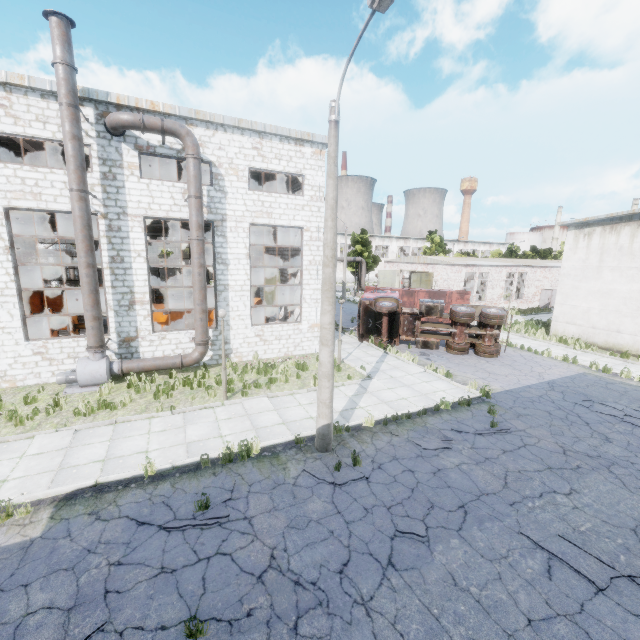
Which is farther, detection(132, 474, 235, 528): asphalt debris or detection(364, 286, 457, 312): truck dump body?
detection(364, 286, 457, 312): truck dump body

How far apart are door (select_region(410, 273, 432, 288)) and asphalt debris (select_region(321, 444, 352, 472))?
27.50m

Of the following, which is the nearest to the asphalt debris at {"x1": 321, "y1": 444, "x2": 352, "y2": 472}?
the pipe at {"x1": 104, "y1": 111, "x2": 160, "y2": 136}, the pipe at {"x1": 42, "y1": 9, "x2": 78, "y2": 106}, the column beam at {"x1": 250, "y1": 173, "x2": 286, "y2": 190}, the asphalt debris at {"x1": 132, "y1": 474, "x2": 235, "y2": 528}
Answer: the asphalt debris at {"x1": 132, "y1": 474, "x2": 235, "y2": 528}

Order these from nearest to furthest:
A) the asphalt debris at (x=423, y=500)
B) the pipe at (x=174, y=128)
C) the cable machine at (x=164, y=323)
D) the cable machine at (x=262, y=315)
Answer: the asphalt debris at (x=423, y=500)
the pipe at (x=174, y=128)
the cable machine at (x=164, y=323)
the cable machine at (x=262, y=315)

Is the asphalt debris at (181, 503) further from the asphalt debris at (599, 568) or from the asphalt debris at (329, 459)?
the asphalt debris at (599, 568)

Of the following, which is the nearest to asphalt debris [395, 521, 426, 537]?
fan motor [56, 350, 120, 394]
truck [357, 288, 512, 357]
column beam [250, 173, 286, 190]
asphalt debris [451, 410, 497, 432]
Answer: asphalt debris [451, 410, 497, 432]

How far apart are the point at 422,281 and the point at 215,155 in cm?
2597

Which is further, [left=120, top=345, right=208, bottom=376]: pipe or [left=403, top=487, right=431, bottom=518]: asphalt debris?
[left=120, top=345, right=208, bottom=376]: pipe
